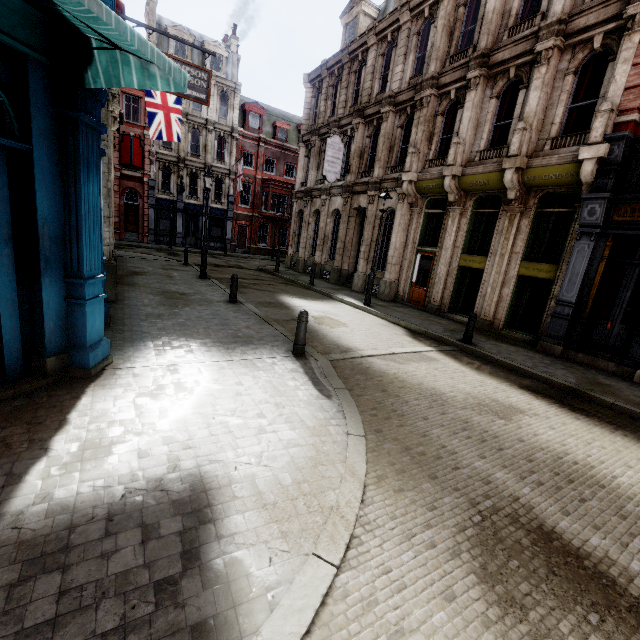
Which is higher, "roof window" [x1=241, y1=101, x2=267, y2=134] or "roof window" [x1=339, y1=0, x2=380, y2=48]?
"roof window" [x1=339, y1=0, x2=380, y2=48]

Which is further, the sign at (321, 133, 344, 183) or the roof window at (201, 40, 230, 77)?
the roof window at (201, 40, 230, 77)

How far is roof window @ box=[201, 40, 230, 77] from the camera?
30.6 meters

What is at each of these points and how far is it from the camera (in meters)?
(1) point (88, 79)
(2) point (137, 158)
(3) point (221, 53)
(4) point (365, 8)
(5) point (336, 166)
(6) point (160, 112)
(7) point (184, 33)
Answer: (1) awning, 3.76
(2) sign, 29.05
(3) roof window, 31.34
(4) roof window, 19.44
(5) sign, 18.39
(6) flag, 16.50
(7) roof window, 29.56

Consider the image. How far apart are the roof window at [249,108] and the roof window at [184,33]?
5.37m

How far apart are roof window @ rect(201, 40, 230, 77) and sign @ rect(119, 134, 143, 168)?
9.2m

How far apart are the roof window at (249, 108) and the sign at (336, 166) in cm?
2092

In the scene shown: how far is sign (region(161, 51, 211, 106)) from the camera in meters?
10.5
